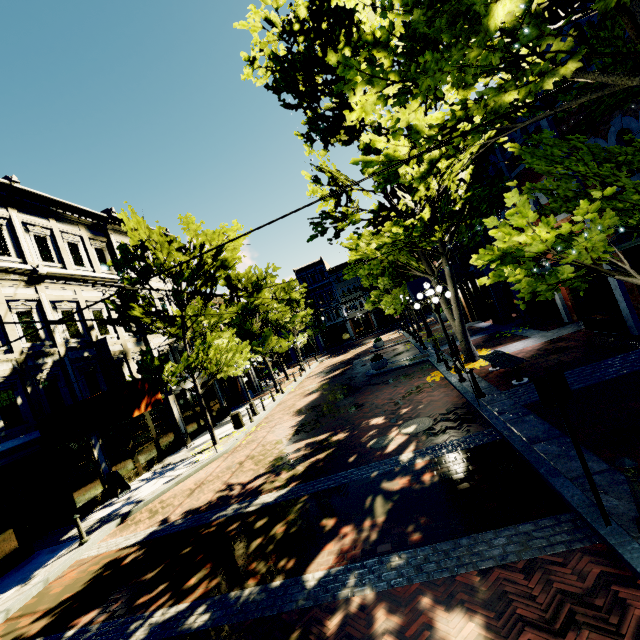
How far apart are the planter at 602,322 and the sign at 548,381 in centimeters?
866cm

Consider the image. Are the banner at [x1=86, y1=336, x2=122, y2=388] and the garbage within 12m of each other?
yes

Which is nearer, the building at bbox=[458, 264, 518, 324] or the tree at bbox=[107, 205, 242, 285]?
the tree at bbox=[107, 205, 242, 285]

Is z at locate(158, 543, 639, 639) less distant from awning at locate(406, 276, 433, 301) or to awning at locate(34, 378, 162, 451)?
awning at locate(34, 378, 162, 451)

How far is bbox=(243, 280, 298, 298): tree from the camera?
24.2m

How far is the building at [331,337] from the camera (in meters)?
51.69

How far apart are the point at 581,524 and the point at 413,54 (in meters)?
6.16

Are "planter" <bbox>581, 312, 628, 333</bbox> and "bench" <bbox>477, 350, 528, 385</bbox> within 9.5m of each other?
yes
